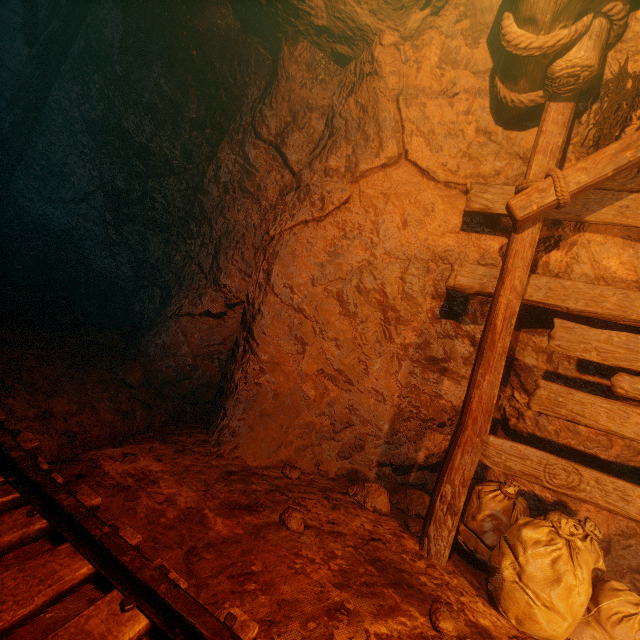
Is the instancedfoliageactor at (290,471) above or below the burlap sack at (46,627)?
above

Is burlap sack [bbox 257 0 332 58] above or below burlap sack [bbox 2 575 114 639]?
above

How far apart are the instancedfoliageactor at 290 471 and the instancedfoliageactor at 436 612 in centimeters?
144cm

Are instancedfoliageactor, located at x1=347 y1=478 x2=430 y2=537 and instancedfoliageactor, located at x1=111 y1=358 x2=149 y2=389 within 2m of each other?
no

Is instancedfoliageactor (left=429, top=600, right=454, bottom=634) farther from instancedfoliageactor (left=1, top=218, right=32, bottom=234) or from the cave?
instancedfoliageactor (left=1, top=218, right=32, bottom=234)

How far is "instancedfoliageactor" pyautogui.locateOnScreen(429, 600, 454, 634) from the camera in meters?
1.7

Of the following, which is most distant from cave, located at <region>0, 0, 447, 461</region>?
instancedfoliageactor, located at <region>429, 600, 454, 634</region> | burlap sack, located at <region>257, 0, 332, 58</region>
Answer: instancedfoliageactor, located at <region>429, 600, 454, 634</region>

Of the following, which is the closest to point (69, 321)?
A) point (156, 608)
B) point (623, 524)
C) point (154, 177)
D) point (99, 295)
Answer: point (99, 295)
